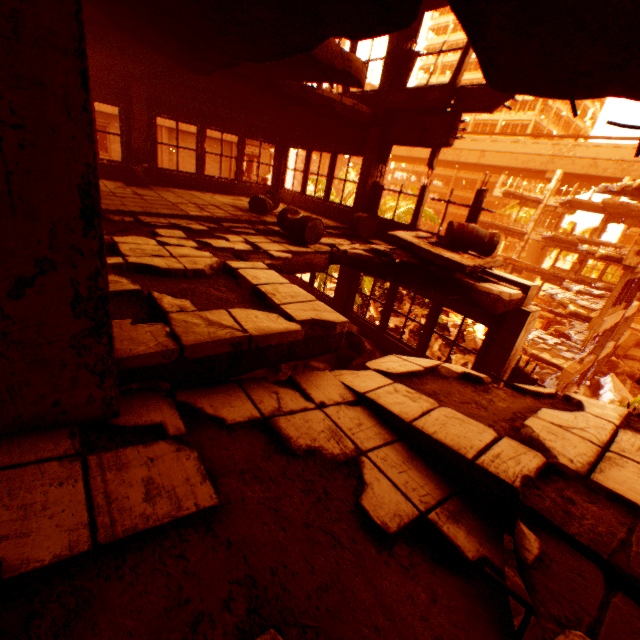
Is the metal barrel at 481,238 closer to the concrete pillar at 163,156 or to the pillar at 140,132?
the pillar at 140,132

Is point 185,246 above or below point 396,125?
below

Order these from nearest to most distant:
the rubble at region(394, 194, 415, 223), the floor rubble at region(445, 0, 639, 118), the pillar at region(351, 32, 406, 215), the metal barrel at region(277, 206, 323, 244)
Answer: the floor rubble at region(445, 0, 639, 118), the metal barrel at region(277, 206, 323, 244), the pillar at region(351, 32, 406, 215), the rubble at region(394, 194, 415, 223)

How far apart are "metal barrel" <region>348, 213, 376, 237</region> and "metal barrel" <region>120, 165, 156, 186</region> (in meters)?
5.91

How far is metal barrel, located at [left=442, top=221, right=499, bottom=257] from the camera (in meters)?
6.19

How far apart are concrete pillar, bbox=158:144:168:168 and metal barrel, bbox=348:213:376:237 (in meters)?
18.12

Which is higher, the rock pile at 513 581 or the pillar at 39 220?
the pillar at 39 220

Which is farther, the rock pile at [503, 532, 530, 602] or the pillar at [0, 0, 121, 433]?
the rock pile at [503, 532, 530, 602]
